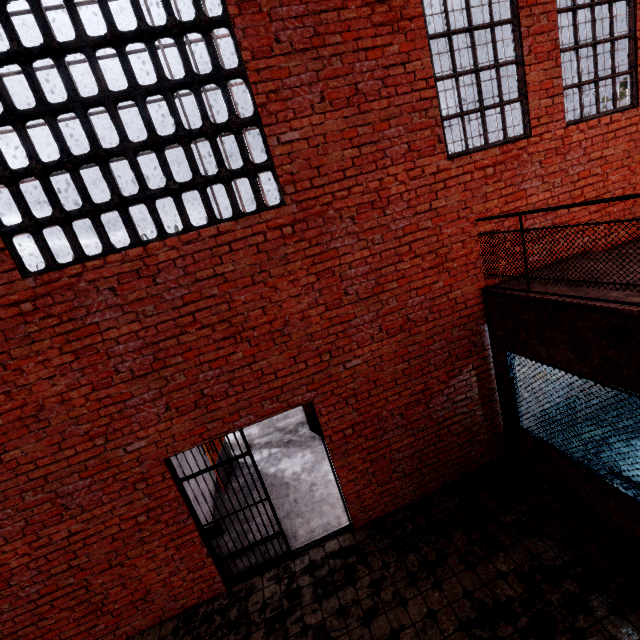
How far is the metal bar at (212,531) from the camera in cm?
441

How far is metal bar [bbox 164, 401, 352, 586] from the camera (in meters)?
4.41

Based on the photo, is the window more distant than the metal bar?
No

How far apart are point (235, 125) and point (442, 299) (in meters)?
3.53

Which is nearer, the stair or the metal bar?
the metal bar

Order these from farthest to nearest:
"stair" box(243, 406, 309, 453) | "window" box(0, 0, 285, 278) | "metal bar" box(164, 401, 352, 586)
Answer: "stair" box(243, 406, 309, 453), "metal bar" box(164, 401, 352, 586), "window" box(0, 0, 285, 278)

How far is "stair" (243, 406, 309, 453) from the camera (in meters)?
8.10

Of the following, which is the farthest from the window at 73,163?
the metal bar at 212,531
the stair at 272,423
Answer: the stair at 272,423
